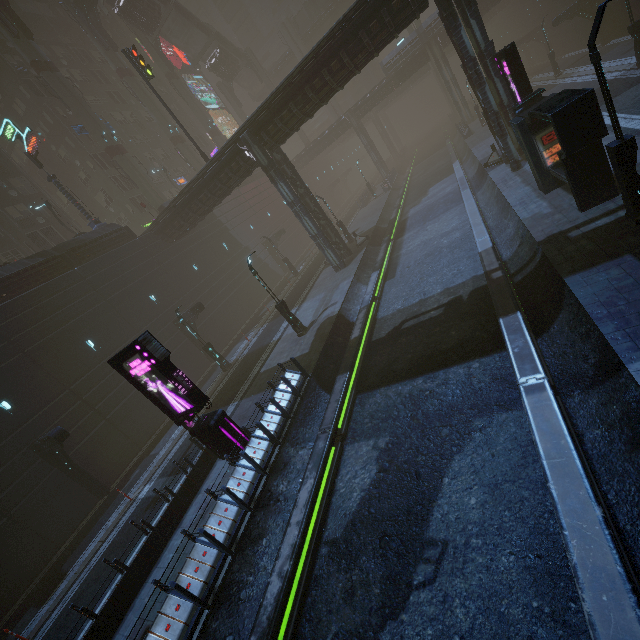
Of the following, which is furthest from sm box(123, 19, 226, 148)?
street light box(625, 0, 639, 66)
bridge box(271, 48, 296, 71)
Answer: street light box(625, 0, 639, 66)

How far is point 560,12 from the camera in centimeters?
3862cm

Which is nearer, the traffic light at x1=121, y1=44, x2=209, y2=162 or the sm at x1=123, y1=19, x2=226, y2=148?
the traffic light at x1=121, y1=44, x2=209, y2=162

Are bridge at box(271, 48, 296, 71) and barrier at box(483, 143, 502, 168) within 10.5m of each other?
no

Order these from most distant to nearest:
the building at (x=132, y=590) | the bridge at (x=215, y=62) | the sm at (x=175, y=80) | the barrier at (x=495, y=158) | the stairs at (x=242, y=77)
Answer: the bridge at (x=215, y=62)
the sm at (x=175, y=80)
the stairs at (x=242, y=77)
the barrier at (x=495, y=158)
the building at (x=132, y=590)

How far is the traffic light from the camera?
24.05m

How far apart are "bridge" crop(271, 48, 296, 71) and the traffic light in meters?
43.6

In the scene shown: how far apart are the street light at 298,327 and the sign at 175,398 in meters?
7.9
